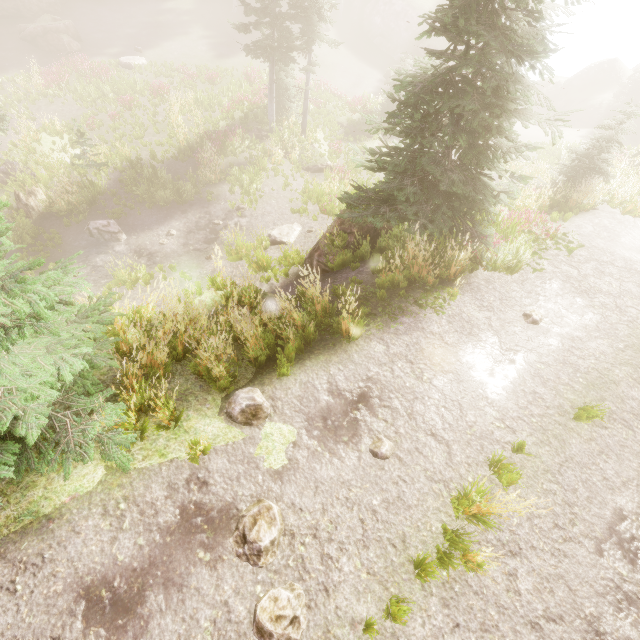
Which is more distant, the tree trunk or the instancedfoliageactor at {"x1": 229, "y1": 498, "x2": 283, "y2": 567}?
the tree trunk

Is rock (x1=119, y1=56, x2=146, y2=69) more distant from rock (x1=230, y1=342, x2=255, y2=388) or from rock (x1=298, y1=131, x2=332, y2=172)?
rock (x1=230, y1=342, x2=255, y2=388)

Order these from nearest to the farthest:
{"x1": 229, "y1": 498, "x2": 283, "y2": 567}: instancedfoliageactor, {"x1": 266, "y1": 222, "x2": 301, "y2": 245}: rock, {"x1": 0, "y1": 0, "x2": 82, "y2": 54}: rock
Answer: {"x1": 229, "y1": 498, "x2": 283, "y2": 567}: instancedfoliageactor < {"x1": 266, "y1": 222, "x2": 301, "y2": 245}: rock < {"x1": 0, "y1": 0, "x2": 82, "y2": 54}: rock

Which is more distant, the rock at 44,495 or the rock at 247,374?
the rock at 247,374

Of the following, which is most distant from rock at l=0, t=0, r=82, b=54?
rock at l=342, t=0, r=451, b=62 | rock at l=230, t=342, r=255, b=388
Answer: rock at l=230, t=342, r=255, b=388

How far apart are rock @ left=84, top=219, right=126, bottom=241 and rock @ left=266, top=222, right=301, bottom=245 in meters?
6.5 m

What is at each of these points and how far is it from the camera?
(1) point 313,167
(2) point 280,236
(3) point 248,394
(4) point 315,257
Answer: (1) rock, 20.17m
(2) rock, 14.27m
(3) instancedfoliageactor, 5.19m
(4) rock, 10.66m

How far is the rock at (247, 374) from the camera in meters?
5.8 m
